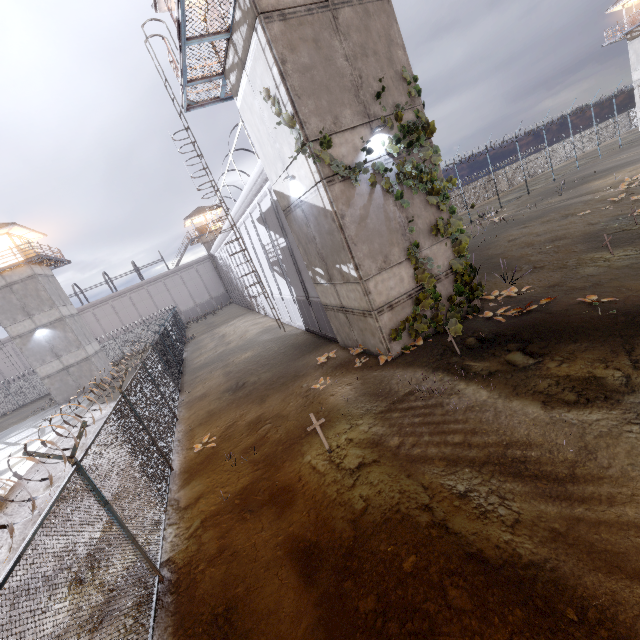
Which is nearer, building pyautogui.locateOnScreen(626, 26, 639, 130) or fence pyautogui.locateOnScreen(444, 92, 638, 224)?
fence pyautogui.locateOnScreen(444, 92, 638, 224)

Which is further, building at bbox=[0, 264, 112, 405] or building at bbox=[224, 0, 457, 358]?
building at bbox=[0, 264, 112, 405]

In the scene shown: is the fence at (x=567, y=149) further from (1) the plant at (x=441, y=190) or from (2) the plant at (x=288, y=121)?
(2) the plant at (x=288, y=121)

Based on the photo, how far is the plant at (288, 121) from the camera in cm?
836

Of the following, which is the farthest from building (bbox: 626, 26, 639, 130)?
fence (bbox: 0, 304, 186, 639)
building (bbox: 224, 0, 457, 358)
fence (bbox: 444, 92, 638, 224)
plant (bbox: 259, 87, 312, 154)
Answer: plant (bbox: 259, 87, 312, 154)

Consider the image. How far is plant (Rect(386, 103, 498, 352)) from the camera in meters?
9.3 m

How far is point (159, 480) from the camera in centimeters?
852cm

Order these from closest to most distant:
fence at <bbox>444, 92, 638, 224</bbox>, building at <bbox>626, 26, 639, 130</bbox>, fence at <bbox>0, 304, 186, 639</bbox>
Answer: fence at <bbox>0, 304, 186, 639</bbox>
fence at <bbox>444, 92, 638, 224</bbox>
building at <bbox>626, 26, 639, 130</bbox>
